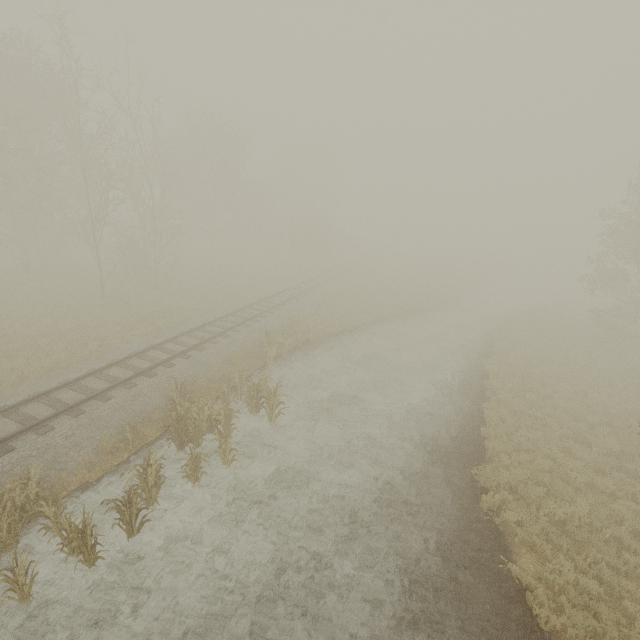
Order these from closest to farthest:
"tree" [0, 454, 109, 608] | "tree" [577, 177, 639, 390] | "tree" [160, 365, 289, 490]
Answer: "tree" [0, 454, 109, 608] < "tree" [160, 365, 289, 490] < "tree" [577, 177, 639, 390]

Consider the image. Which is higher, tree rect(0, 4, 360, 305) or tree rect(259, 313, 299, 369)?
tree rect(0, 4, 360, 305)

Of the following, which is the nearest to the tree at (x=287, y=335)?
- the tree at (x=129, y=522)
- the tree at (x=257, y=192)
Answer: the tree at (x=129, y=522)

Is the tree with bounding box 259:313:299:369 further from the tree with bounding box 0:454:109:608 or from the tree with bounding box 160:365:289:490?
the tree with bounding box 160:365:289:490

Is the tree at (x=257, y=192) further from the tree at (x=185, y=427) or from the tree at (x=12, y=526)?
the tree at (x=12, y=526)

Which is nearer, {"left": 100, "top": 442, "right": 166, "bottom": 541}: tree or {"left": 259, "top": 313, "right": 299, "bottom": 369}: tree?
{"left": 100, "top": 442, "right": 166, "bottom": 541}: tree

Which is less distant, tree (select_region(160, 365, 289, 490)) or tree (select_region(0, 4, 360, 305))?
tree (select_region(160, 365, 289, 490))

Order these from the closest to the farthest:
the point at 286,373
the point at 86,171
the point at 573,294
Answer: the point at 286,373 → the point at 86,171 → the point at 573,294
